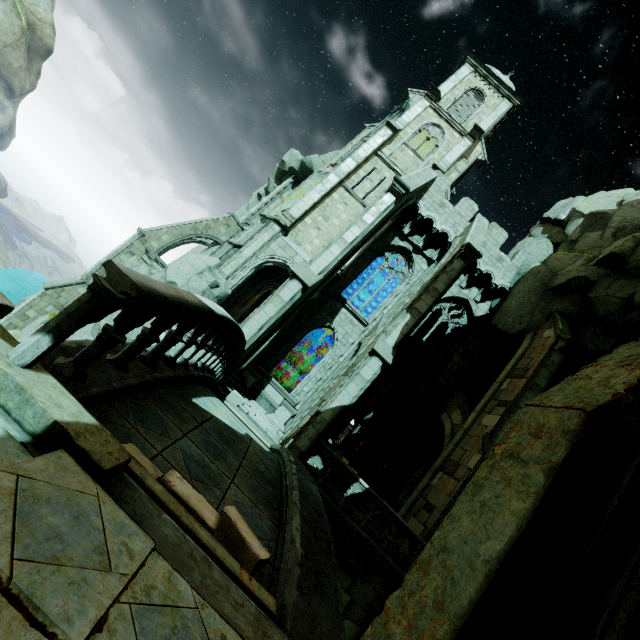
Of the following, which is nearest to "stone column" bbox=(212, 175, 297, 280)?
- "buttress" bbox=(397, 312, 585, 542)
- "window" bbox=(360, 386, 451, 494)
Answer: "window" bbox=(360, 386, 451, 494)

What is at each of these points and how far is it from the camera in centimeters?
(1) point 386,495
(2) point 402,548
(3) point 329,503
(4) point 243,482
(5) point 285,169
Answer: (1) stone column, 1650cm
(2) buttress, 1192cm
(3) trim, 1094cm
(4) bridge, 471cm
(5) rock, 2834cm

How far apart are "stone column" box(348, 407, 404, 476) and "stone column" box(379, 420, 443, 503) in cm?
115

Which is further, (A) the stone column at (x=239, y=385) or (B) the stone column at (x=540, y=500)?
(A) the stone column at (x=239, y=385)

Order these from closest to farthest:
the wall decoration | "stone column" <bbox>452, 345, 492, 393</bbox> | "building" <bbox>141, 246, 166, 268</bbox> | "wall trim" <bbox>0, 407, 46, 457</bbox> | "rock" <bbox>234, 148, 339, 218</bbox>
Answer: "wall trim" <bbox>0, 407, 46, 457</bbox>
the wall decoration
"stone column" <bbox>452, 345, 492, 393</bbox>
"building" <bbox>141, 246, 166, 268</bbox>
"rock" <bbox>234, 148, 339, 218</bbox>

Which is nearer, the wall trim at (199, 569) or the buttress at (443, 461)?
the wall trim at (199, 569)

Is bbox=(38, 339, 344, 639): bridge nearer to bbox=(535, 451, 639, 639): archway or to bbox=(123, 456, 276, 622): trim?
bbox=(123, 456, 276, 622): trim

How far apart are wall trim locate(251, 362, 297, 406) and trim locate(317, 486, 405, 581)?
5.31m
